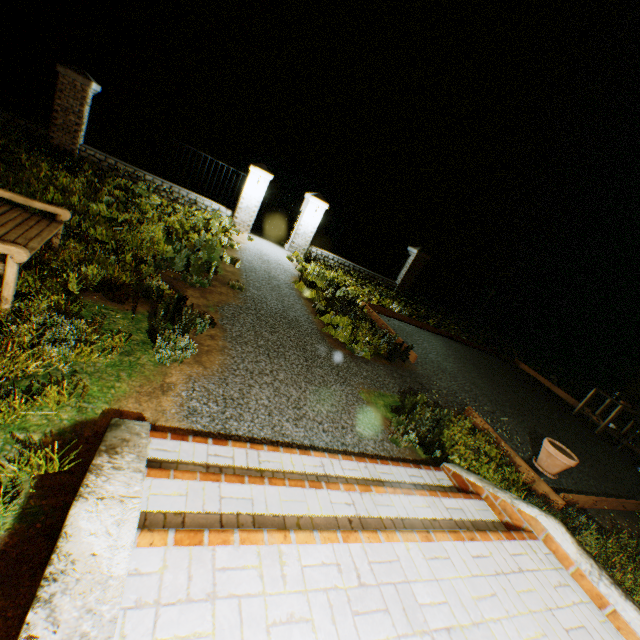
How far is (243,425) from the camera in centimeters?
327cm

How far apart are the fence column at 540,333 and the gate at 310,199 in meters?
16.0

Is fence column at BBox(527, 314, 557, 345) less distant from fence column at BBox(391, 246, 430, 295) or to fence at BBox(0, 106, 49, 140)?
fence column at BBox(391, 246, 430, 295)

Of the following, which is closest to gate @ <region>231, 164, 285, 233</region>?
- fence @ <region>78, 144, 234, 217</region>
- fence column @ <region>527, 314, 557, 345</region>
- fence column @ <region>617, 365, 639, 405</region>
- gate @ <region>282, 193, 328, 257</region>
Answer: fence @ <region>78, 144, 234, 217</region>

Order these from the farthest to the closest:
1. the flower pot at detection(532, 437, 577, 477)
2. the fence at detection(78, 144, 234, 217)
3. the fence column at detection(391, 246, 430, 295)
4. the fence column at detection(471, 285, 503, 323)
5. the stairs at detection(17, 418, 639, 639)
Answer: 1. the fence column at detection(471, 285, 503, 323)
2. the fence column at detection(391, 246, 430, 295)
3. the fence at detection(78, 144, 234, 217)
4. the flower pot at detection(532, 437, 577, 477)
5. the stairs at detection(17, 418, 639, 639)

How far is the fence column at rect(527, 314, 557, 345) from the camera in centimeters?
1970cm

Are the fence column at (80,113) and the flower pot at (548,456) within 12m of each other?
no

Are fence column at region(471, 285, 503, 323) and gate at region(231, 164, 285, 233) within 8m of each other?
no
